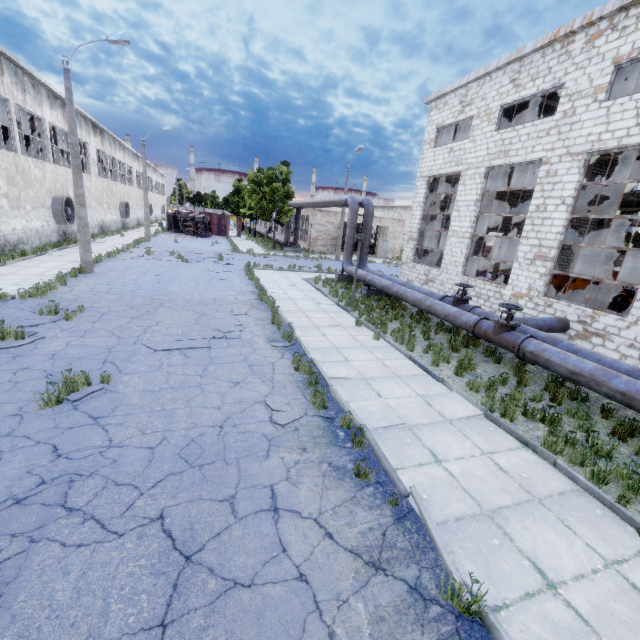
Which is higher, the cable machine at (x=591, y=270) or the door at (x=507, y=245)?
the door at (x=507, y=245)

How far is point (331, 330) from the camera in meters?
11.4

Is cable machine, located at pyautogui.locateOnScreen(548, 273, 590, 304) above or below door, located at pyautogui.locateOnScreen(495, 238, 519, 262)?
below

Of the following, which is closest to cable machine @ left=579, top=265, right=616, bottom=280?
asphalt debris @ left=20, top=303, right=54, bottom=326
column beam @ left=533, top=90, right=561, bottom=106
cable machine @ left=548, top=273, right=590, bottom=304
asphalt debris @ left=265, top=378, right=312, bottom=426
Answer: column beam @ left=533, top=90, right=561, bottom=106

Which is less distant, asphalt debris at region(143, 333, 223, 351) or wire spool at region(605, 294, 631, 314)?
asphalt debris at region(143, 333, 223, 351)

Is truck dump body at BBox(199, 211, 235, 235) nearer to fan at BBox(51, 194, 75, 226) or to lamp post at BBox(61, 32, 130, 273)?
fan at BBox(51, 194, 75, 226)

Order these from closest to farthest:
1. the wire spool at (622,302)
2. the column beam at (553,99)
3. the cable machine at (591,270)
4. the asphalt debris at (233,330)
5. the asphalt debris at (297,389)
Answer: the asphalt debris at (297,389), the asphalt debris at (233,330), the wire spool at (622,302), the column beam at (553,99), the cable machine at (591,270)

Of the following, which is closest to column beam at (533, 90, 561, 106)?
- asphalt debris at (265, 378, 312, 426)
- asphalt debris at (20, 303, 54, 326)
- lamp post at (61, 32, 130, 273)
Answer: asphalt debris at (265, 378, 312, 426)
